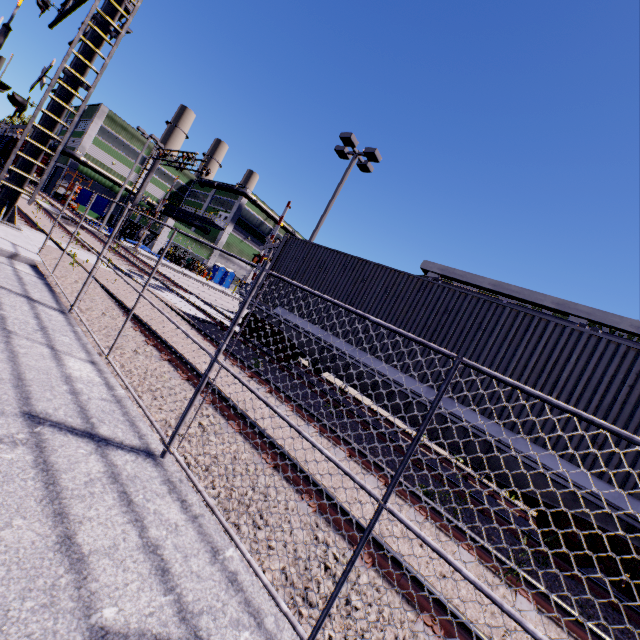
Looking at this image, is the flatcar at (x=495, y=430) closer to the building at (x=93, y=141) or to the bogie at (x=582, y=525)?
the bogie at (x=582, y=525)

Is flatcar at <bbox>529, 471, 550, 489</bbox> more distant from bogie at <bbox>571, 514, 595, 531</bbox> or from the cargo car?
the cargo car

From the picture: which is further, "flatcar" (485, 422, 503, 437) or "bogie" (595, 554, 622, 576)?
"flatcar" (485, 422, 503, 437)

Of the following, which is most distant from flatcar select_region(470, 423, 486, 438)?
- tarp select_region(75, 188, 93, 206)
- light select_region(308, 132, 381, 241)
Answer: tarp select_region(75, 188, 93, 206)

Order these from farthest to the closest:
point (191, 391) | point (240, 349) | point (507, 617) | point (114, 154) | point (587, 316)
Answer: point (114, 154), point (587, 316), point (240, 349), point (191, 391), point (507, 617)

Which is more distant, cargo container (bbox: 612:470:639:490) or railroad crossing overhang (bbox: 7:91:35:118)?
railroad crossing overhang (bbox: 7:91:35:118)

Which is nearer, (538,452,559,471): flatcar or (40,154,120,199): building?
(538,452,559,471): flatcar

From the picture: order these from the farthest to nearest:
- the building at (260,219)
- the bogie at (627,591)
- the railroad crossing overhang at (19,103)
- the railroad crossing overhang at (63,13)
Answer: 1. the building at (260,219)
2. the railroad crossing overhang at (63,13)
3. the railroad crossing overhang at (19,103)
4. the bogie at (627,591)
